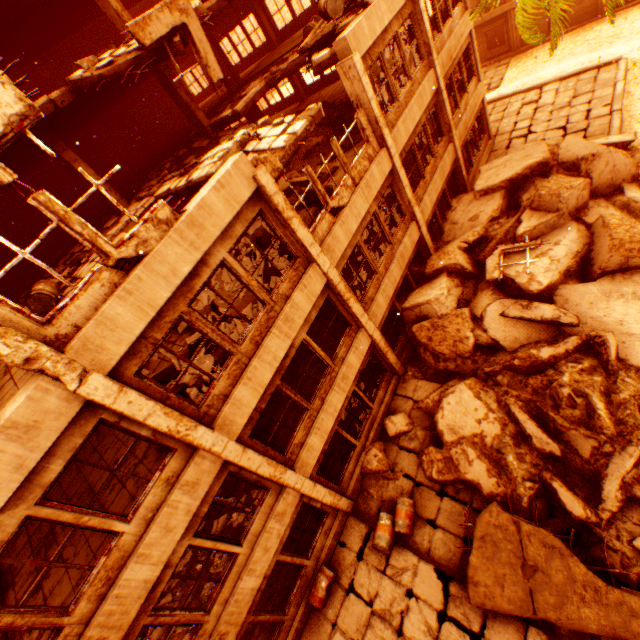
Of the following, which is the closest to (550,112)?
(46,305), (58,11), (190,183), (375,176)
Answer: (375,176)

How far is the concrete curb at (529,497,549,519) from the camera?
7.9m

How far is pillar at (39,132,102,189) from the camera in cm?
967

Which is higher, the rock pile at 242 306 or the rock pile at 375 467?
the rock pile at 242 306

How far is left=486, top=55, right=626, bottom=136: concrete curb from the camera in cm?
1442

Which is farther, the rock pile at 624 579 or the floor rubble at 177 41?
the floor rubble at 177 41

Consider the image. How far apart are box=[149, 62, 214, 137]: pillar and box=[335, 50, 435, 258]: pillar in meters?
6.6

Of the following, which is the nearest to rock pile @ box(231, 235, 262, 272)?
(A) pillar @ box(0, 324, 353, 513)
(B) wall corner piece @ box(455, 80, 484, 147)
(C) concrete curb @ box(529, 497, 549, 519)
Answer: (A) pillar @ box(0, 324, 353, 513)
